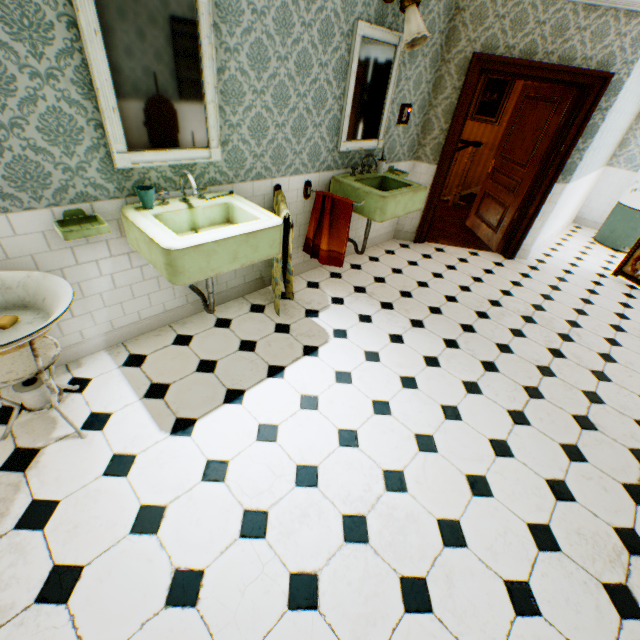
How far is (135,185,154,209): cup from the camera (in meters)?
2.16

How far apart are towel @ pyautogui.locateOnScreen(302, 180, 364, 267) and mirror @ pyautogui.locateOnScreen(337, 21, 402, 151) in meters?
0.5

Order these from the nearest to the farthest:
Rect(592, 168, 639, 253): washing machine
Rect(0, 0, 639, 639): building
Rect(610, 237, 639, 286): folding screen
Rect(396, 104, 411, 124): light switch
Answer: Rect(0, 0, 639, 639): building, Rect(396, 104, 411, 124): light switch, Rect(610, 237, 639, 286): folding screen, Rect(592, 168, 639, 253): washing machine

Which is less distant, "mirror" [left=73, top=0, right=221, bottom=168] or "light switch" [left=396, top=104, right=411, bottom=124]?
"mirror" [left=73, top=0, right=221, bottom=168]

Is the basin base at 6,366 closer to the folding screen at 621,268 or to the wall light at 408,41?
the wall light at 408,41

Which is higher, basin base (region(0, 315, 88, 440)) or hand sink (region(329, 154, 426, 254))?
hand sink (region(329, 154, 426, 254))

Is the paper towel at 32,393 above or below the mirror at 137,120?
below

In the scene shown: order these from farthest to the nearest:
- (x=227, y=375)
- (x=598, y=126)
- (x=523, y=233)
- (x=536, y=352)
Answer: (x=523, y=233) → (x=598, y=126) → (x=536, y=352) → (x=227, y=375)
